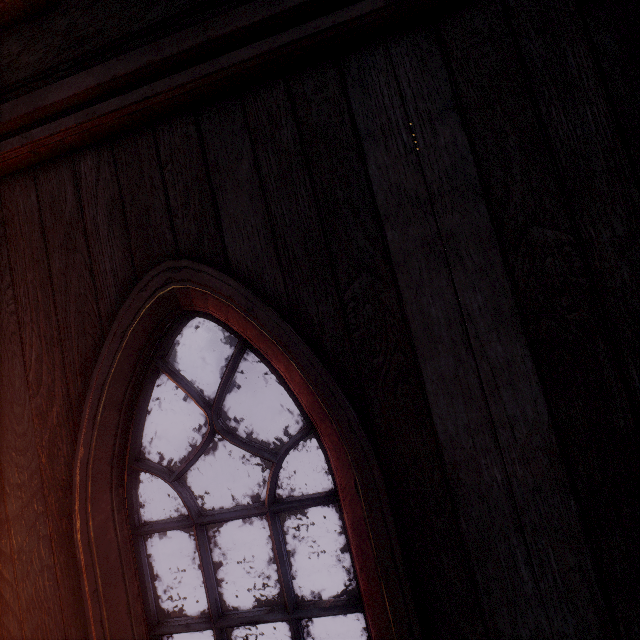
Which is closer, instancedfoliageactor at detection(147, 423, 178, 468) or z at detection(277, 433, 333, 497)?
z at detection(277, 433, 333, 497)

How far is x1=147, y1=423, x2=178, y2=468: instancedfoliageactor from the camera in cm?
1340

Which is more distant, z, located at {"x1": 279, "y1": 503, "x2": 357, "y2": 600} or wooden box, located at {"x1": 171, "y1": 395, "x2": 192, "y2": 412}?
wooden box, located at {"x1": 171, "y1": 395, "x2": 192, "y2": 412}

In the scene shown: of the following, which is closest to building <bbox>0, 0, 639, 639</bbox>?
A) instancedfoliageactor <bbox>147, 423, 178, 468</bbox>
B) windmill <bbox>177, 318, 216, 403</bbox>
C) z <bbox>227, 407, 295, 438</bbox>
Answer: z <bbox>227, 407, 295, 438</bbox>

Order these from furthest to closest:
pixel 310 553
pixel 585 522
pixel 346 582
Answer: pixel 310 553, pixel 346 582, pixel 585 522

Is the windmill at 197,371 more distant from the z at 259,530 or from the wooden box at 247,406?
the wooden box at 247,406

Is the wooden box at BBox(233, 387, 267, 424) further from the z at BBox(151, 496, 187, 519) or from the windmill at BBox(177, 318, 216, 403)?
the windmill at BBox(177, 318, 216, 403)

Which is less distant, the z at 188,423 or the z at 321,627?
the z at 321,627
